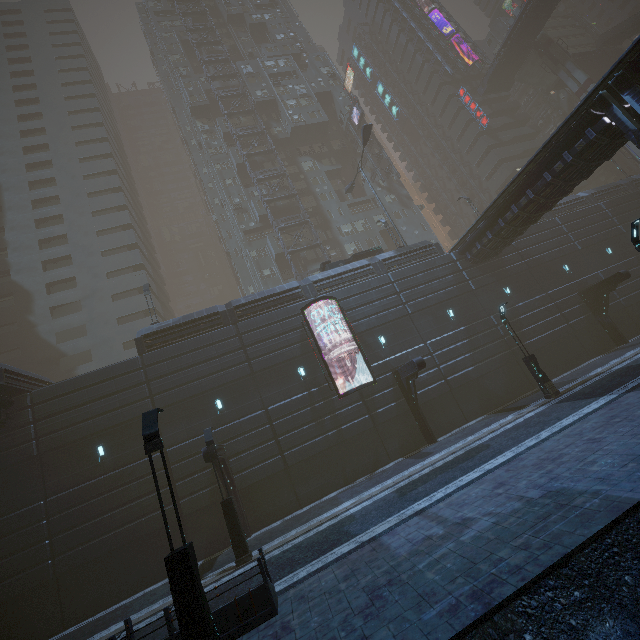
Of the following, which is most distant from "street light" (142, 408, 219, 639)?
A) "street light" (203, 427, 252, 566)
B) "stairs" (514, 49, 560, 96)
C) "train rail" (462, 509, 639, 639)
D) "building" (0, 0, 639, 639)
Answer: "stairs" (514, 49, 560, 96)

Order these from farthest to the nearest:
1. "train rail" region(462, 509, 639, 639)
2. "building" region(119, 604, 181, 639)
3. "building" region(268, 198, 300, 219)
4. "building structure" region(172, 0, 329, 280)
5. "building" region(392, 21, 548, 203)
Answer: "building" region(392, 21, 548, 203) → "building" region(268, 198, 300, 219) → "building structure" region(172, 0, 329, 280) → "building" region(119, 604, 181, 639) → "train rail" region(462, 509, 639, 639)

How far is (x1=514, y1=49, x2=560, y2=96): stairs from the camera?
50.81m

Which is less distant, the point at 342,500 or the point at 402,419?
the point at 342,500

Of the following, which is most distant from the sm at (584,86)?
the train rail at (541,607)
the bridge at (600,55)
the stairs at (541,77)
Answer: the train rail at (541,607)

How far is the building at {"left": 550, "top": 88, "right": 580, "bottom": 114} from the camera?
56.88m

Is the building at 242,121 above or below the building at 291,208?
above

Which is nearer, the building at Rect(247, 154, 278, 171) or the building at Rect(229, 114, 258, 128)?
the building at Rect(247, 154, 278, 171)
